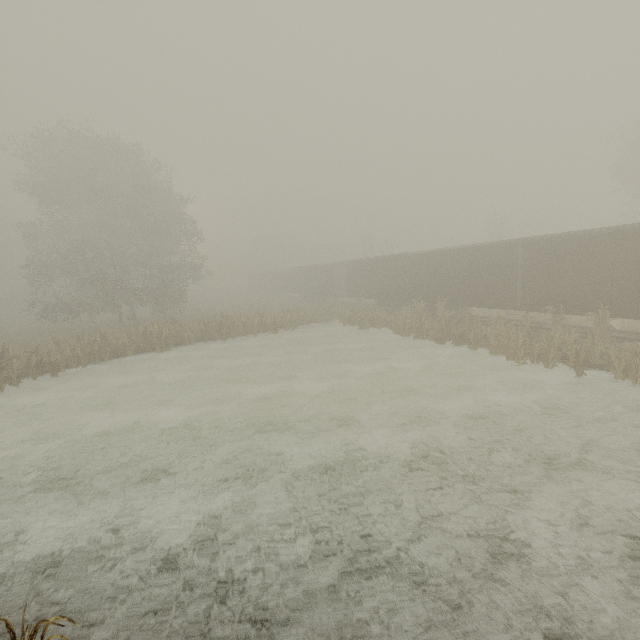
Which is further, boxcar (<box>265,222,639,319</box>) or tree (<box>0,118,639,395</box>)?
tree (<box>0,118,639,395</box>)

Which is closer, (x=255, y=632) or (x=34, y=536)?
(x=255, y=632)

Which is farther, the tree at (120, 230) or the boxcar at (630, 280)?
the tree at (120, 230)
